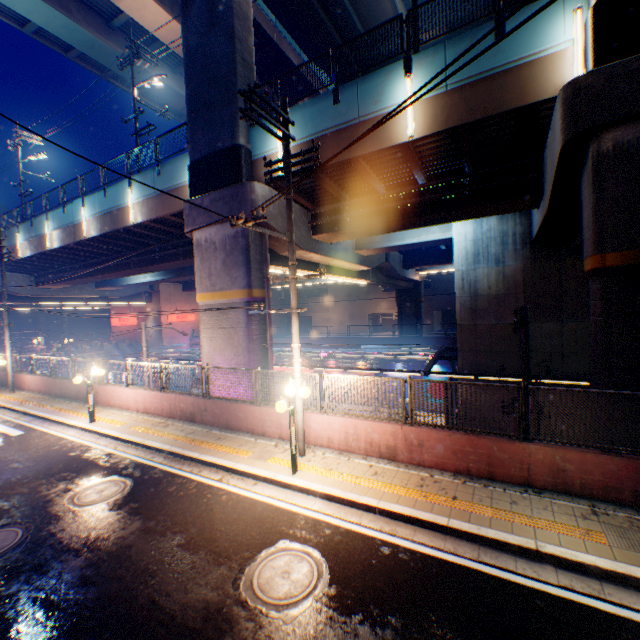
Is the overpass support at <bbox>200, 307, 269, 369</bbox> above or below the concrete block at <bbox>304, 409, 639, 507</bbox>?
above

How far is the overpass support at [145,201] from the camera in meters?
16.4

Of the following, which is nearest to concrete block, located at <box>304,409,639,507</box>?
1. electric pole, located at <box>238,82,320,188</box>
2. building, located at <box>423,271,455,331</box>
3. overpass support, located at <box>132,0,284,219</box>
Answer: electric pole, located at <box>238,82,320,188</box>

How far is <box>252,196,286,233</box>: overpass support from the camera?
13.05m

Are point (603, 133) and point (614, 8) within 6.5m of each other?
yes

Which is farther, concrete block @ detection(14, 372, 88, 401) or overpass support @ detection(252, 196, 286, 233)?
concrete block @ detection(14, 372, 88, 401)

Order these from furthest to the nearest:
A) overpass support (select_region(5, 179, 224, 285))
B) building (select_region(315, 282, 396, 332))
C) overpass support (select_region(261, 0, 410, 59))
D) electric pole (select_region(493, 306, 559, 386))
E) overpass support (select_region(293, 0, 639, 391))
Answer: building (select_region(315, 282, 396, 332))
overpass support (select_region(261, 0, 410, 59))
overpass support (select_region(5, 179, 224, 285))
electric pole (select_region(493, 306, 559, 386))
overpass support (select_region(293, 0, 639, 391))
